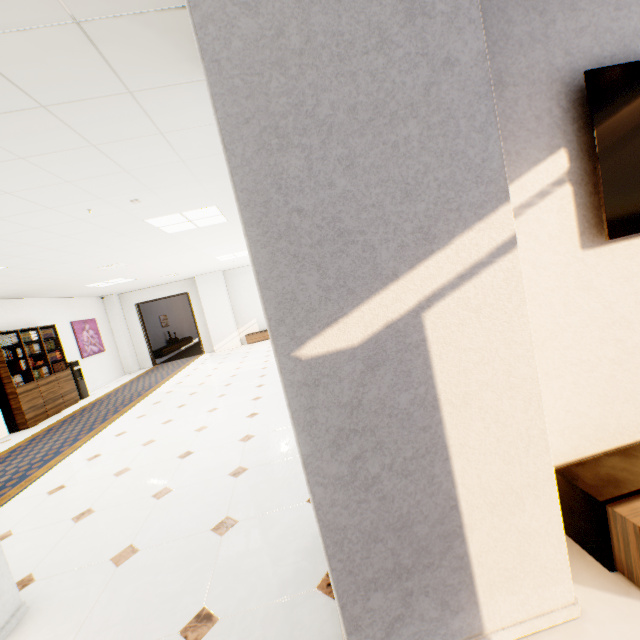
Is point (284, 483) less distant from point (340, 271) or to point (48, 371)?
point (340, 271)

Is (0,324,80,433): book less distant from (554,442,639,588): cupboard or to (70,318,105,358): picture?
(70,318,105,358): picture

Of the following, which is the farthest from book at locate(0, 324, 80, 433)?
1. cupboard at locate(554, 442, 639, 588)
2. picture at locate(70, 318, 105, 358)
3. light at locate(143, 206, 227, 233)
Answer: cupboard at locate(554, 442, 639, 588)

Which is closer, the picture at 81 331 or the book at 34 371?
the book at 34 371

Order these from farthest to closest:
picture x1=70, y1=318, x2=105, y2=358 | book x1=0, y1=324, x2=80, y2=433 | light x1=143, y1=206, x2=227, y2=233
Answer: picture x1=70, y1=318, x2=105, y2=358, book x1=0, y1=324, x2=80, y2=433, light x1=143, y1=206, x2=227, y2=233

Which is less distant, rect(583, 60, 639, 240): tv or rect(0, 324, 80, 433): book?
rect(583, 60, 639, 240): tv

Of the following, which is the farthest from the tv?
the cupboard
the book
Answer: the book

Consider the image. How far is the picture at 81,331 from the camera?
9.9m
